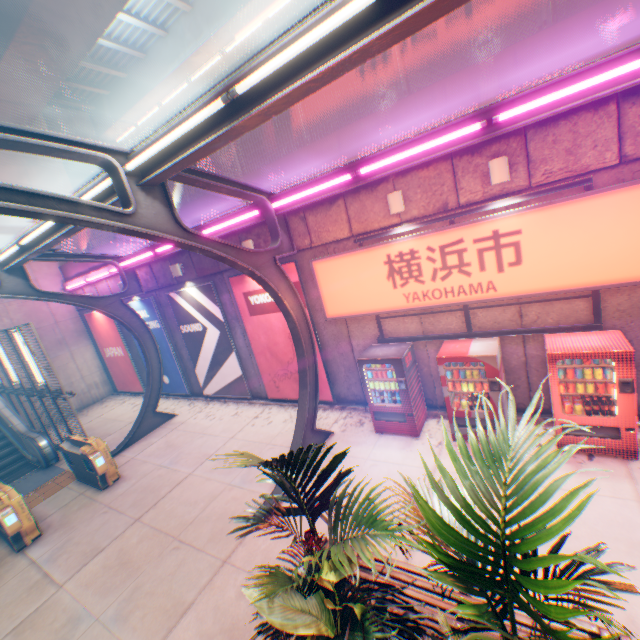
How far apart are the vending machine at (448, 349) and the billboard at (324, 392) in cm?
341

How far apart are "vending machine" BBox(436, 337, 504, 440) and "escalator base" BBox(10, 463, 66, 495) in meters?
12.0

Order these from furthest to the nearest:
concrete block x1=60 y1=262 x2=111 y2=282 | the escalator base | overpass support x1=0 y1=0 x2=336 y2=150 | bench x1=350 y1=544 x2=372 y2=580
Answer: concrete block x1=60 y1=262 x2=111 y2=282, overpass support x1=0 y1=0 x2=336 y2=150, the escalator base, bench x1=350 y1=544 x2=372 y2=580

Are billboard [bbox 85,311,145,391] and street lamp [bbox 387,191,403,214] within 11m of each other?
no

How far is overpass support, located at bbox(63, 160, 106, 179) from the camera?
18.45m

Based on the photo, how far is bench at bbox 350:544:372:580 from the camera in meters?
4.2 m

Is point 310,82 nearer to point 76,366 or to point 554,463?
point 554,463

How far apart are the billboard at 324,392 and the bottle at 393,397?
1.8 meters
